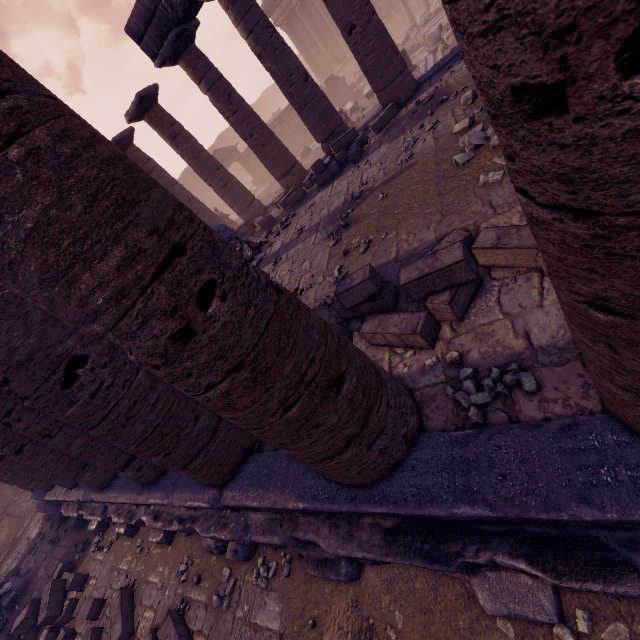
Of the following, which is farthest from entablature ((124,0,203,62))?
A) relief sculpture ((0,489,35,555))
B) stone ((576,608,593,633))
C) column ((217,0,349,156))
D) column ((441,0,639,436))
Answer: relief sculpture ((0,489,35,555))

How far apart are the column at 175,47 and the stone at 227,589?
11.24m

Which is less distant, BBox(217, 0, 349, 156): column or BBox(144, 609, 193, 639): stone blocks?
BBox(144, 609, 193, 639): stone blocks

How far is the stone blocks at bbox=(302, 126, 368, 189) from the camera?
9.2 meters

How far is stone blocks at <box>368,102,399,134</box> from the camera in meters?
9.0

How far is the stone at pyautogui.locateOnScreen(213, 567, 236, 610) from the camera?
4.2m

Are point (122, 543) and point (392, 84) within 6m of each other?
no

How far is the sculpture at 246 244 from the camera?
8.77m
